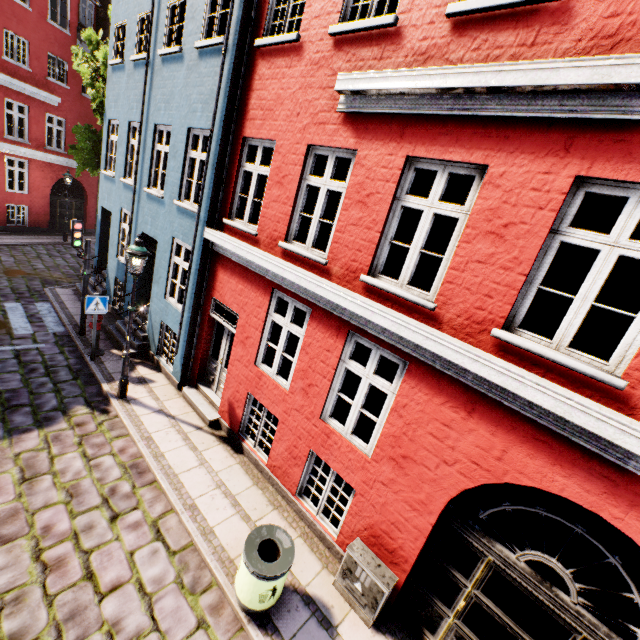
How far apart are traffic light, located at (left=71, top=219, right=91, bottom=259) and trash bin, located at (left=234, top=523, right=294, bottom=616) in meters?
8.7

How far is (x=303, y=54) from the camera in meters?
5.6

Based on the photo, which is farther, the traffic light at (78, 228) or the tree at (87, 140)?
the tree at (87, 140)

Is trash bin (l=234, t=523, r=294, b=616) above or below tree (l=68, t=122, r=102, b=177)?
below

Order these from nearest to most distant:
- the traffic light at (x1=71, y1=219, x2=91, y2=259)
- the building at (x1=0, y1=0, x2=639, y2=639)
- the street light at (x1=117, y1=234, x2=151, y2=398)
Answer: the building at (x1=0, y1=0, x2=639, y2=639)
the street light at (x1=117, y1=234, x2=151, y2=398)
the traffic light at (x1=71, y1=219, x2=91, y2=259)

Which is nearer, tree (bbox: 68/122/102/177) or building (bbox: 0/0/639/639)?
building (bbox: 0/0/639/639)

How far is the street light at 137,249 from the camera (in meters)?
6.68

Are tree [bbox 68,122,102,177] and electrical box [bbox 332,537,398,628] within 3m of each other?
no
